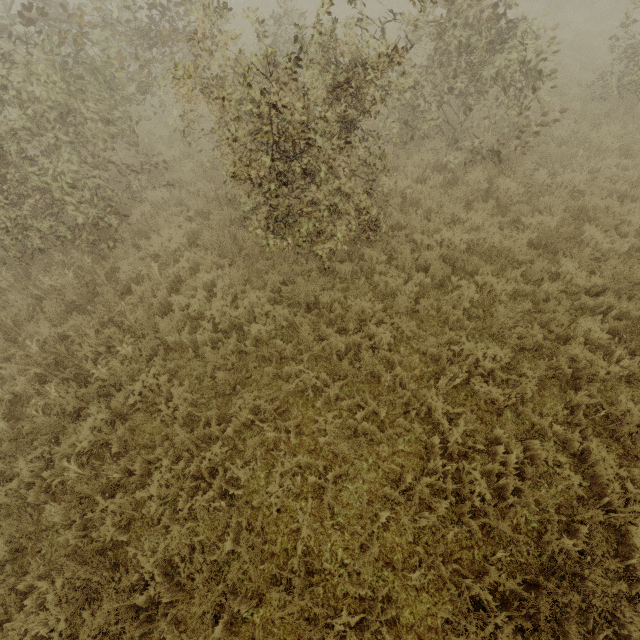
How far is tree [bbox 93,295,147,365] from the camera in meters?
5.3 m

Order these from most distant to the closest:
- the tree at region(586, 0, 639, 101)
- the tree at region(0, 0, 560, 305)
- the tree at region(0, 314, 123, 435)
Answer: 1. the tree at region(586, 0, 639, 101)
2. the tree at region(0, 314, 123, 435)
3. the tree at region(0, 0, 560, 305)

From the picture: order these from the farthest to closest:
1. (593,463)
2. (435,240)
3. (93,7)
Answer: (93,7) < (435,240) < (593,463)

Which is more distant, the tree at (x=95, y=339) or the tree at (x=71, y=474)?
the tree at (x=95, y=339)

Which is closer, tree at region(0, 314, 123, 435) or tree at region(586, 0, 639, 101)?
tree at region(0, 314, 123, 435)

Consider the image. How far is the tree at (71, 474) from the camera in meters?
4.1 m
